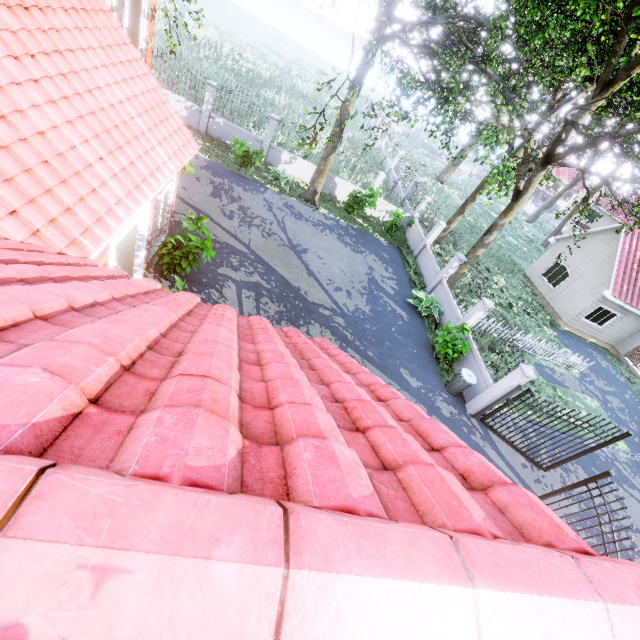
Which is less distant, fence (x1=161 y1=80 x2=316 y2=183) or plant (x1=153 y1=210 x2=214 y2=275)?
plant (x1=153 y1=210 x2=214 y2=275)

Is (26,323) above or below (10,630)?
below

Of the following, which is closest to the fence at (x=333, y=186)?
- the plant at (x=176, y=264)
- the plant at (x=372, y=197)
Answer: the plant at (x=372, y=197)

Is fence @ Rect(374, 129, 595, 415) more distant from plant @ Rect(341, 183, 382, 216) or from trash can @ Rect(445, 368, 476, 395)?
plant @ Rect(341, 183, 382, 216)

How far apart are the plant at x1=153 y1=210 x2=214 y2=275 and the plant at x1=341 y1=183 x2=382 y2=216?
10.26m

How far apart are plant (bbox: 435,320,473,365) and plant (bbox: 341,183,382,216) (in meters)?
7.85

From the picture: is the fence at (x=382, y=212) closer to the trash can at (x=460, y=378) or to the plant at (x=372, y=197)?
the trash can at (x=460, y=378)
